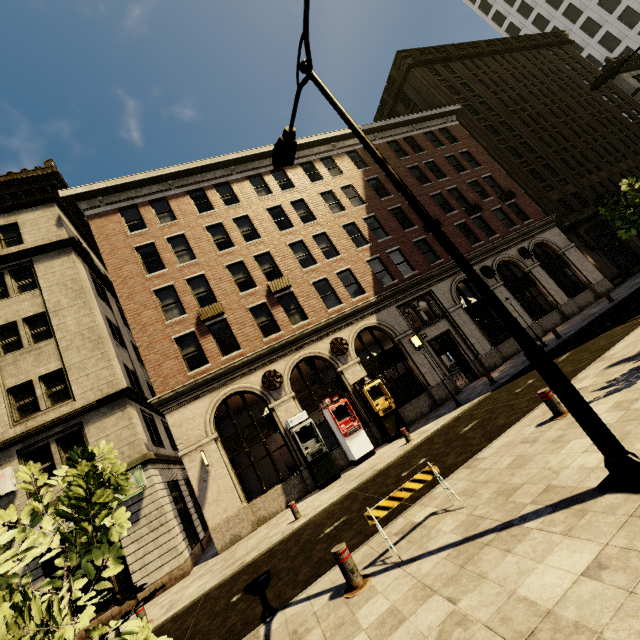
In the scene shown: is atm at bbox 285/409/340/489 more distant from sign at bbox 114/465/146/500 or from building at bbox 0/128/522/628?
sign at bbox 114/465/146/500

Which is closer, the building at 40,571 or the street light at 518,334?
the street light at 518,334

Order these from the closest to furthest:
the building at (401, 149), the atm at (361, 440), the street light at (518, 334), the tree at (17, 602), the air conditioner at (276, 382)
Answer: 1. the tree at (17, 602)
2. the street light at (518, 334)
3. the atm at (361, 440)
4. the air conditioner at (276, 382)
5. the building at (401, 149)

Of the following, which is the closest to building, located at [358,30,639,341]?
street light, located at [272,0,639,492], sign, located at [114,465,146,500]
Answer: sign, located at [114,465,146,500]

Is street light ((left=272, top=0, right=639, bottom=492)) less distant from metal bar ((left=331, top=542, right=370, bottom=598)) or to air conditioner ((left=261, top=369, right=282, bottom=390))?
metal bar ((left=331, top=542, right=370, bottom=598))

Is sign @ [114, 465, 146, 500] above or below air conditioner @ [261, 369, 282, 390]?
below

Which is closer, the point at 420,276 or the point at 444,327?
the point at 444,327

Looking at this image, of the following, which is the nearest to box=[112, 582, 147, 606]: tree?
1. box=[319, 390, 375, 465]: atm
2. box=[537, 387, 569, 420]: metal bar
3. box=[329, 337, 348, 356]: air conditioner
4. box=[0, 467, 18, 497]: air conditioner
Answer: box=[537, 387, 569, 420]: metal bar
